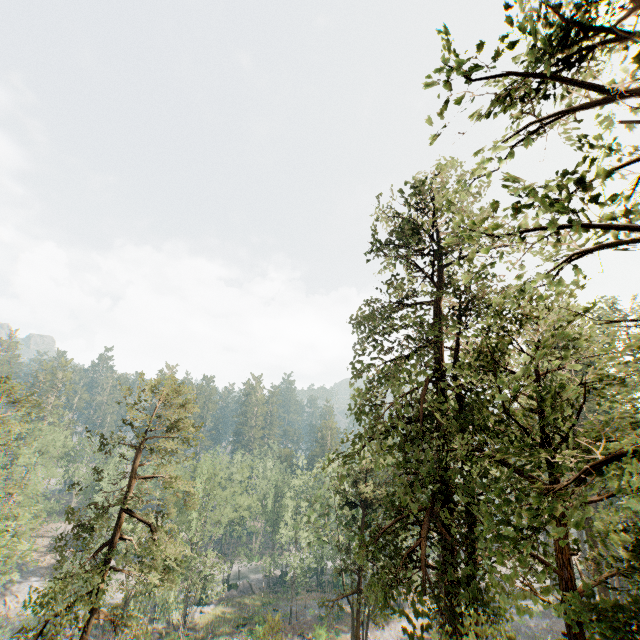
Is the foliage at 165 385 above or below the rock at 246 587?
above

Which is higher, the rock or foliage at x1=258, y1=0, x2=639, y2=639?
foliage at x1=258, y1=0, x2=639, y2=639

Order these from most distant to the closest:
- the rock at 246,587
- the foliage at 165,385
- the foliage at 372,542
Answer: the rock at 246,587
the foliage at 165,385
the foliage at 372,542

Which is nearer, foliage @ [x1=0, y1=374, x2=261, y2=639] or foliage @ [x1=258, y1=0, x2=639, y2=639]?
foliage @ [x1=258, y1=0, x2=639, y2=639]

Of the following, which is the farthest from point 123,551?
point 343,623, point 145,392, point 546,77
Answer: point 546,77

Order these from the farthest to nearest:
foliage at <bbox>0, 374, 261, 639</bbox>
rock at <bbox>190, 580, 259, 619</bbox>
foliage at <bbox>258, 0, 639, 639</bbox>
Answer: rock at <bbox>190, 580, 259, 619</bbox>
foliage at <bbox>0, 374, 261, 639</bbox>
foliage at <bbox>258, 0, 639, 639</bbox>

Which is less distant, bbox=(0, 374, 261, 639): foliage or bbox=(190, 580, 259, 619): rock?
bbox=(0, 374, 261, 639): foliage
